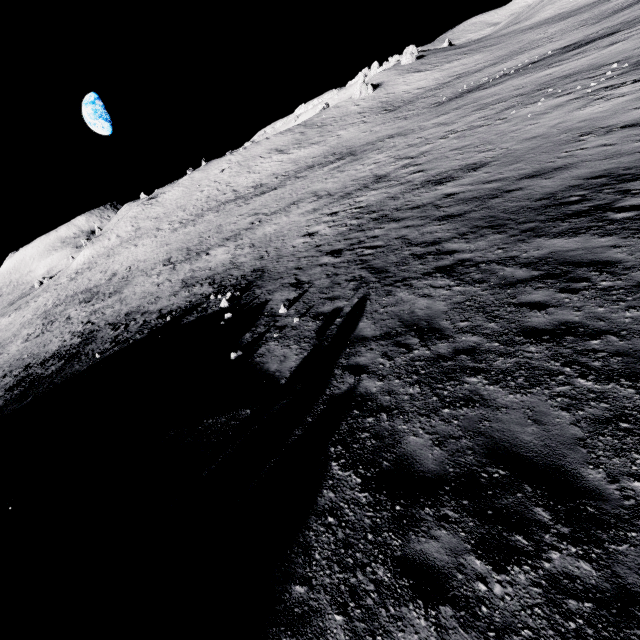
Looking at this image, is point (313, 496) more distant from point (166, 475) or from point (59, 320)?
point (59, 320)
